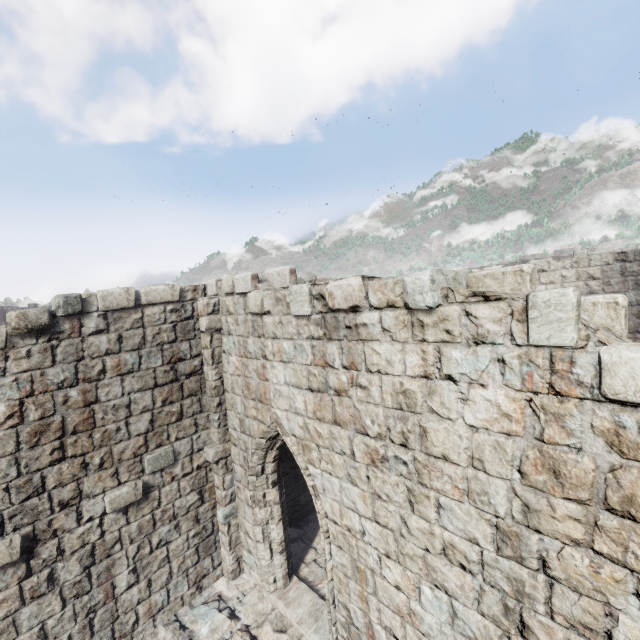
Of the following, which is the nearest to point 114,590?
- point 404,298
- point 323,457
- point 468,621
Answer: point 323,457
